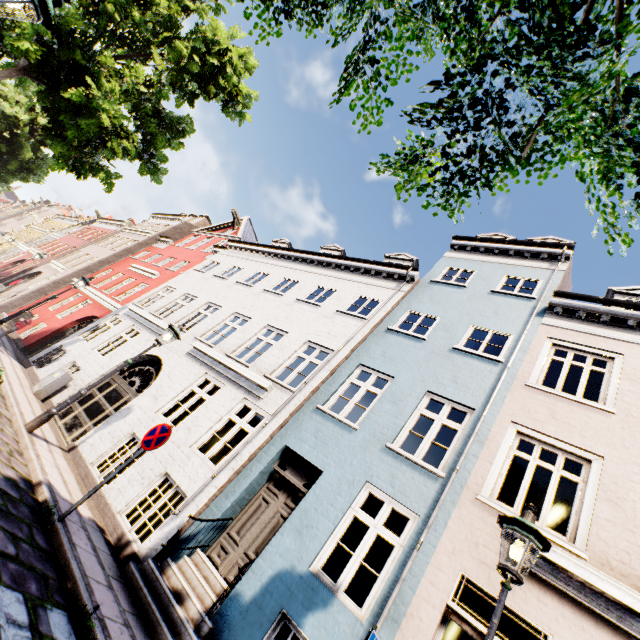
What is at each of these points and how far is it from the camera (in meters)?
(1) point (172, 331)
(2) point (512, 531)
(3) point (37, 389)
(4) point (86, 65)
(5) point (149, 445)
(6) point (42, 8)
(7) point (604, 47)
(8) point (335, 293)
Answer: (1) street light, 8.70
(2) street light, 3.48
(3) electrical box, 10.36
(4) tree, 8.57
(5) sign, 5.62
(6) street light, 3.55
(7) tree, 1.67
(8) building, 12.09

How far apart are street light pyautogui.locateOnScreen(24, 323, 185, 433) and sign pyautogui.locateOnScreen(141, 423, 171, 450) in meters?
2.9 m

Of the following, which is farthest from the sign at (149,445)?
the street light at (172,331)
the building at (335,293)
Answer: the street light at (172,331)

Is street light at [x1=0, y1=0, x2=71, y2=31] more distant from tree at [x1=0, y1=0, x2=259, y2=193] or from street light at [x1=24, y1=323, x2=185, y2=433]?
street light at [x1=24, y1=323, x2=185, y2=433]

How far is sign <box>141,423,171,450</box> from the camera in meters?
5.6 m

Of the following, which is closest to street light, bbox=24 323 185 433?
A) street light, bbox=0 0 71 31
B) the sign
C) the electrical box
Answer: the sign

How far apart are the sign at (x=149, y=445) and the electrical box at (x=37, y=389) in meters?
7.2 m

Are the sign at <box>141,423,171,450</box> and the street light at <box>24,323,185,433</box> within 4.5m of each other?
yes
